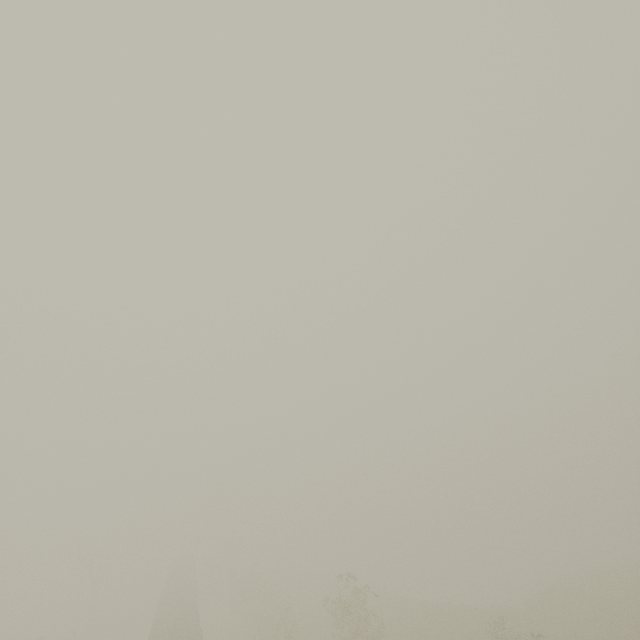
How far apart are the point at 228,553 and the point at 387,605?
35.6m
